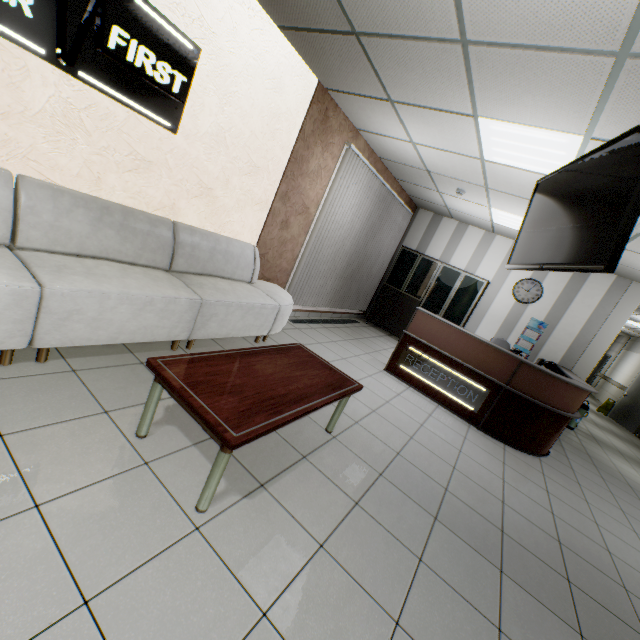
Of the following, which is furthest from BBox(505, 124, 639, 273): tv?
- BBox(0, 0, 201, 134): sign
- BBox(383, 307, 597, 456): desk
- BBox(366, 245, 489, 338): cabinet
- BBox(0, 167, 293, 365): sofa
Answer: BBox(366, 245, 489, 338): cabinet

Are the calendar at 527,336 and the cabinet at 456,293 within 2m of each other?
yes

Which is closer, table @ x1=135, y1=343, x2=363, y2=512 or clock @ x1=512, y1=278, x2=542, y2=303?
table @ x1=135, y1=343, x2=363, y2=512

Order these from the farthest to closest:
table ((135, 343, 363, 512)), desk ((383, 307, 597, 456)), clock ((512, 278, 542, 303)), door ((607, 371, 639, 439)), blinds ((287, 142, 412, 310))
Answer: door ((607, 371, 639, 439)) → clock ((512, 278, 542, 303)) → blinds ((287, 142, 412, 310)) → desk ((383, 307, 597, 456)) → table ((135, 343, 363, 512))

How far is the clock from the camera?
7.1 meters

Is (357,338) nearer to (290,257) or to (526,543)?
(290,257)

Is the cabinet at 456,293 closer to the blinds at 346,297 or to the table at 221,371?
the blinds at 346,297

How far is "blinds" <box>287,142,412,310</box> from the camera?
5.31m
